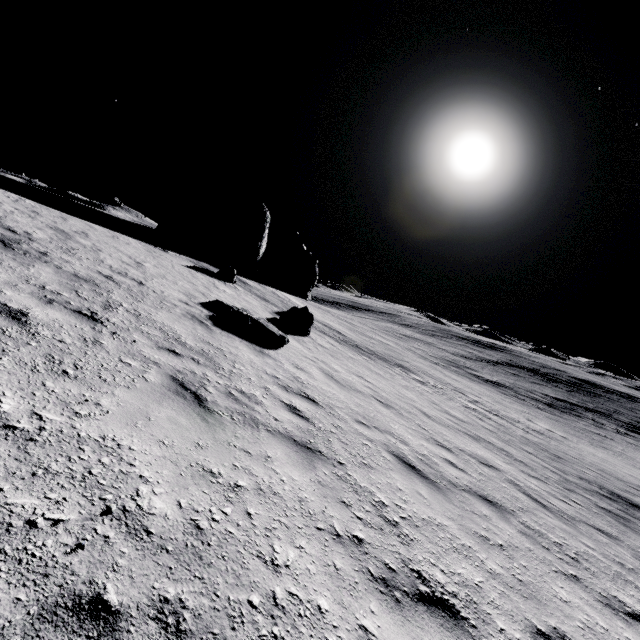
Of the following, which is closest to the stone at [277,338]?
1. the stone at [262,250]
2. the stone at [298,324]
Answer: the stone at [298,324]

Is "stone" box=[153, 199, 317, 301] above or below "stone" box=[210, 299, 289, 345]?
above

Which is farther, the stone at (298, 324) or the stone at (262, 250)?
the stone at (262, 250)

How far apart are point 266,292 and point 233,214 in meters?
7.6 m

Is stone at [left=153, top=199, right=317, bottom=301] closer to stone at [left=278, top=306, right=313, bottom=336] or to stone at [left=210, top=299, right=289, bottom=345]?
stone at [left=278, top=306, right=313, bottom=336]

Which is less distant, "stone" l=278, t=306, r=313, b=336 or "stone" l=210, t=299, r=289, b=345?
"stone" l=210, t=299, r=289, b=345

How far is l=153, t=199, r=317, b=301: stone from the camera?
26.0m

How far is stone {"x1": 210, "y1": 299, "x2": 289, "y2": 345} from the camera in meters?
9.6
